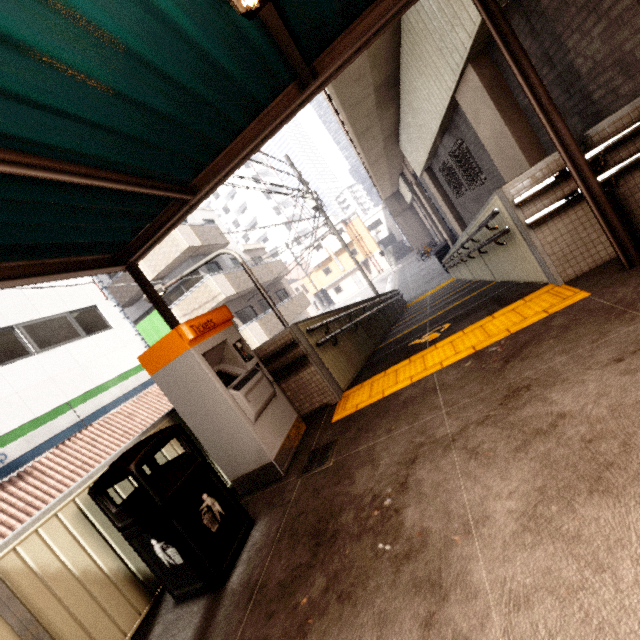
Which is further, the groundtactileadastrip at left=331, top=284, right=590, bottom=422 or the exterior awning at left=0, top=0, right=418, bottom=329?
the groundtactileadastrip at left=331, top=284, right=590, bottom=422

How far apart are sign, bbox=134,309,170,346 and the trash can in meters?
11.2

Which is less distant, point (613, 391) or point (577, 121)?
point (613, 391)

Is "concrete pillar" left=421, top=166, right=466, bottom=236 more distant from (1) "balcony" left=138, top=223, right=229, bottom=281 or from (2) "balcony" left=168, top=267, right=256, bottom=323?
(1) "balcony" left=138, top=223, right=229, bottom=281

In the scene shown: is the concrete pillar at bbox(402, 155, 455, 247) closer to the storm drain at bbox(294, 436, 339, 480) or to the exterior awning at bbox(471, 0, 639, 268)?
the exterior awning at bbox(471, 0, 639, 268)

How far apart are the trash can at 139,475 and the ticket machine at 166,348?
0.5m

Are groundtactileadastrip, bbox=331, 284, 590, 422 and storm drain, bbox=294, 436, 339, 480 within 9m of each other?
yes

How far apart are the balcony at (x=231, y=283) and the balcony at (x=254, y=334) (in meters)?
1.58
